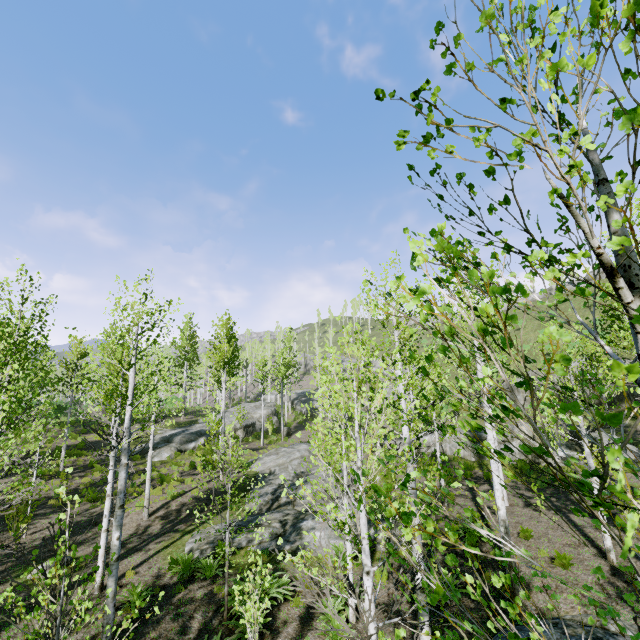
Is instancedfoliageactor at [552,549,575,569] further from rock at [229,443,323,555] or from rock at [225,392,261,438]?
rock at [229,443,323,555]

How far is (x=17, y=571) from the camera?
10.86m

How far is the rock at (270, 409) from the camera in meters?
36.4 m

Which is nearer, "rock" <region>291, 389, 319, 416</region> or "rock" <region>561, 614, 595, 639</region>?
"rock" <region>561, 614, 595, 639</region>

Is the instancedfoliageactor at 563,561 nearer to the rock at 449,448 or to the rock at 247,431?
the rock at 247,431

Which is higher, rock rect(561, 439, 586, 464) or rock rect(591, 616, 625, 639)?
rock rect(561, 439, 586, 464)

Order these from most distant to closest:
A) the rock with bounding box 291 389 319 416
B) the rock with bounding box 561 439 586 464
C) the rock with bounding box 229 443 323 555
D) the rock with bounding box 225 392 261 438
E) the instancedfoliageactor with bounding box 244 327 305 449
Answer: the rock with bounding box 291 389 319 416
the rock with bounding box 225 392 261 438
the instancedfoliageactor with bounding box 244 327 305 449
the rock with bounding box 561 439 586 464
the rock with bounding box 229 443 323 555

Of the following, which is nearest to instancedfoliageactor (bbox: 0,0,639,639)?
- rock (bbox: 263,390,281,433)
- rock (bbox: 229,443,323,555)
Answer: rock (bbox: 263,390,281,433)
